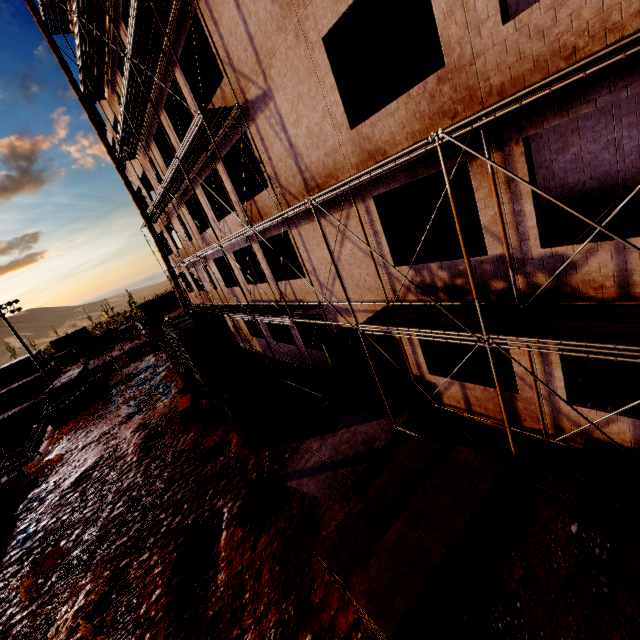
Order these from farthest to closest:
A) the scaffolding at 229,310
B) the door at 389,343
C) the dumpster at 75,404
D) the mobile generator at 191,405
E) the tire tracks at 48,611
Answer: the dumpster at 75,404
the mobile generator at 191,405
the door at 389,343
the tire tracks at 48,611
the scaffolding at 229,310

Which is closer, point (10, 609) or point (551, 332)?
point (551, 332)

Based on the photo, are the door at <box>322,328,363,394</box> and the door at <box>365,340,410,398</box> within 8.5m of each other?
yes

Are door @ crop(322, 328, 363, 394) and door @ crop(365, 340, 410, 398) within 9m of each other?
yes

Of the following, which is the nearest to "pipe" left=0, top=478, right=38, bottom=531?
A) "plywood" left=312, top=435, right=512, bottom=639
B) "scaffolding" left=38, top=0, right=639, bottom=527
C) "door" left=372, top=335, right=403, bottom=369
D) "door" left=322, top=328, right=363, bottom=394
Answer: "scaffolding" left=38, top=0, right=639, bottom=527

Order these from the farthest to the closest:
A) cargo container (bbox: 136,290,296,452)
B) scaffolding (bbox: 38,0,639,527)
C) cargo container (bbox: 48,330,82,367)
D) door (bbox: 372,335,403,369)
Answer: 1. cargo container (bbox: 48,330,82,367)
2. cargo container (bbox: 136,290,296,452)
3. door (bbox: 372,335,403,369)
4. scaffolding (bbox: 38,0,639,527)

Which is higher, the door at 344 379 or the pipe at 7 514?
the door at 344 379

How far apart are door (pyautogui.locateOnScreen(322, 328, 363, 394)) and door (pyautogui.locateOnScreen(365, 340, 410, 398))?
1.77m
